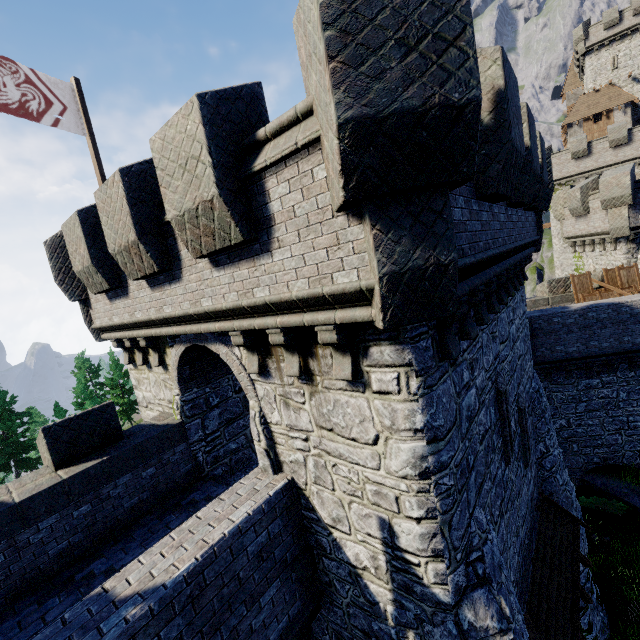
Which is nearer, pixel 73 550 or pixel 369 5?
pixel 369 5

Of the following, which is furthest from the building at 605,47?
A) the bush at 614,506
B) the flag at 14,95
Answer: the flag at 14,95

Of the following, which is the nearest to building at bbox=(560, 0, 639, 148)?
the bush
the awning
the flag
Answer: the bush

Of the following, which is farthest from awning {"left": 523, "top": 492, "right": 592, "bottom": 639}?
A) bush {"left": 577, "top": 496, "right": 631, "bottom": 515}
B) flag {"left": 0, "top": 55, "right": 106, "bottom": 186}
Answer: flag {"left": 0, "top": 55, "right": 106, "bottom": 186}

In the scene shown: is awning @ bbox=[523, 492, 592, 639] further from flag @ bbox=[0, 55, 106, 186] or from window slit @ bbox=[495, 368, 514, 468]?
flag @ bbox=[0, 55, 106, 186]

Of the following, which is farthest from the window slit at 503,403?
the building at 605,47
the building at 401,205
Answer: the building at 605,47
